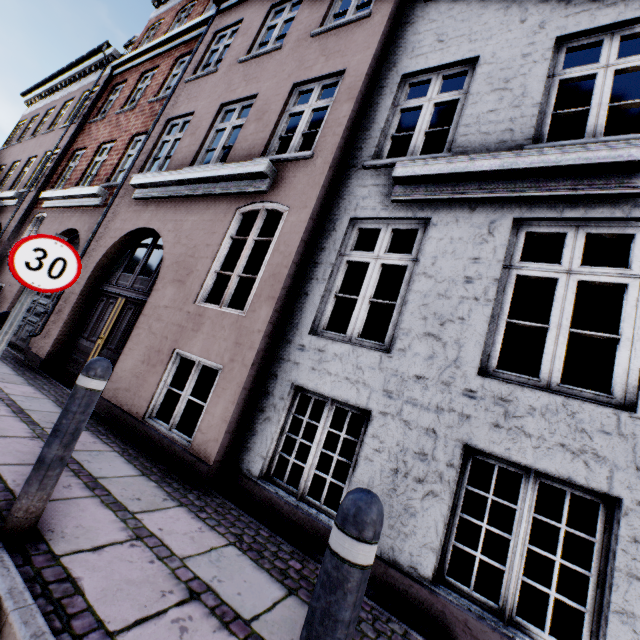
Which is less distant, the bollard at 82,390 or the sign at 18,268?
the bollard at 82,390

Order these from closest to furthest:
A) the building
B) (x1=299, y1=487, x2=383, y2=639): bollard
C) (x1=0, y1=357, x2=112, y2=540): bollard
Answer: (x1=299, y1=487, x2=383, y2=639): bollard
(x1=0, y1=357, x2=112, y2=540): bollard
the building

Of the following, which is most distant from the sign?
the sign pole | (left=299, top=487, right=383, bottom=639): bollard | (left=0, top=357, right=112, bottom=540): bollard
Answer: (left=299, top=487, right=383, bottom=639): bollard

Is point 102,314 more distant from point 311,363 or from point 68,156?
point 68,156

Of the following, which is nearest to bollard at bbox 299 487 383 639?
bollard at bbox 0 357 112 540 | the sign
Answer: bollard at bbox 0 357 112 540

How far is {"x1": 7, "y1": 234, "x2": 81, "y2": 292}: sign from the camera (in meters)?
2.85

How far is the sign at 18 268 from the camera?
2.8m

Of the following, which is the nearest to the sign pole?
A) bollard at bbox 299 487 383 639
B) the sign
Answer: the sign
